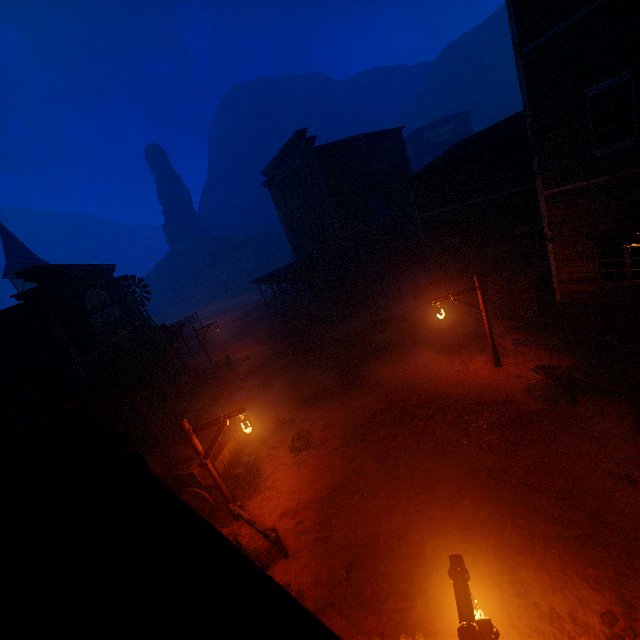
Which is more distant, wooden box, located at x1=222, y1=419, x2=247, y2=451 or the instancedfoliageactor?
the instancedfoliageactor

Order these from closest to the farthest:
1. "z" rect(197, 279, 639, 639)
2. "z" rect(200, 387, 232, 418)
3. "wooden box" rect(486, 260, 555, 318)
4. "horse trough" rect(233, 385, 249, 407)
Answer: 1. "z" rect(197, 279, 639, 639)
2. "wooden box" rect(486, 260, 555, 318)
3. "horse trough" rect(233, 385, 249, 407)
4. "z" rect(200, 387, 232, 418)

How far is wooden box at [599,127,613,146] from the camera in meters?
8.8 m

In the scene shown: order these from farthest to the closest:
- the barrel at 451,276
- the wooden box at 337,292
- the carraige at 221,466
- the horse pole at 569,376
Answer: the wooden box at 337,292 < the barrel at 451,276 < the carraige at 221,466 < the horse pole at 569,376

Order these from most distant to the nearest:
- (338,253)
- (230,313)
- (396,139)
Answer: (230,313), (396,139), (338,253)

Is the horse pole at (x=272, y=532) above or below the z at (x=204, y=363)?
above

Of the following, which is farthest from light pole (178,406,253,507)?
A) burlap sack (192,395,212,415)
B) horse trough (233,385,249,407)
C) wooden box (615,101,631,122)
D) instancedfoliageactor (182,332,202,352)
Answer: instancedfoliageactor (182,332,202,352)

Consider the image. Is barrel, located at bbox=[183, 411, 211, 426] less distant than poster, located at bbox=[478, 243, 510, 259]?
Yes
